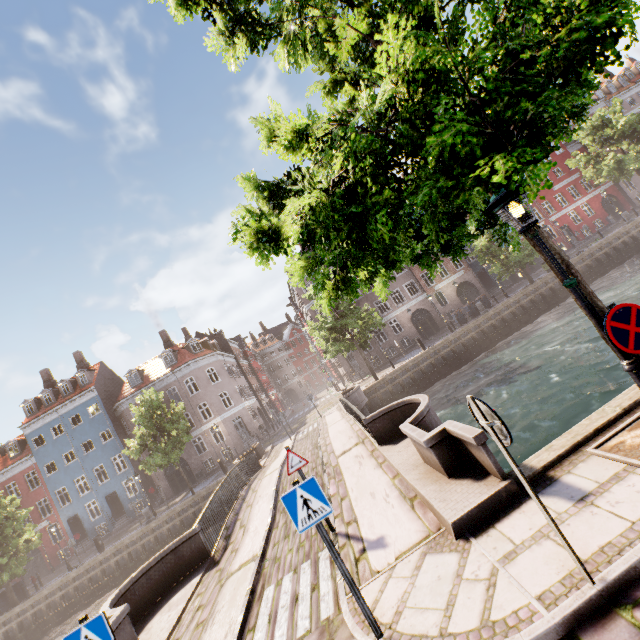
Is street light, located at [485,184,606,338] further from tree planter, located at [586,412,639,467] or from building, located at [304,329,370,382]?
building, located at [304,329,370,382]

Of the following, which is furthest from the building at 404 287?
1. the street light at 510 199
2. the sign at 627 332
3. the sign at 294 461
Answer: the sign at 627 332

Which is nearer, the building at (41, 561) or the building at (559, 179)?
the building at (41, 561)

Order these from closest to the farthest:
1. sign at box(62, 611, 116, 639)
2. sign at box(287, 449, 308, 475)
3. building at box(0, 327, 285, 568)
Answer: sign at box(62, 611, 116, 639)
sign at box(287, 449, 308, 475)
building at box(0, 327, 285, 568)

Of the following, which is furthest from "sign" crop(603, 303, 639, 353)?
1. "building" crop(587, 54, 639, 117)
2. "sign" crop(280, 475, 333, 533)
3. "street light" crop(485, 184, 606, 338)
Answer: "building" crop(587, 54, 639, 117)

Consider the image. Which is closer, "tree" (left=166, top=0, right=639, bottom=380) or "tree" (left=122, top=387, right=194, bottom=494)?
"tree" (left=166, top=0, right=639, bottom=380)

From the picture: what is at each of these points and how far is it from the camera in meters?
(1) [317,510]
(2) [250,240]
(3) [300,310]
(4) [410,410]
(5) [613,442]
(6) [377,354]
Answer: (1) sign, 3.9 m
(2) tree, 3.3 m
(3) building, 48.1 m
(4) bridge, 9.6 m
(5) tree planter, 4.5 m
(6) building, 35.0 m

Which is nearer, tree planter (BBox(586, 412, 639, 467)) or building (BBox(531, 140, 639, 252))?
tree planter (BBox(586, 412, 639, 467))
